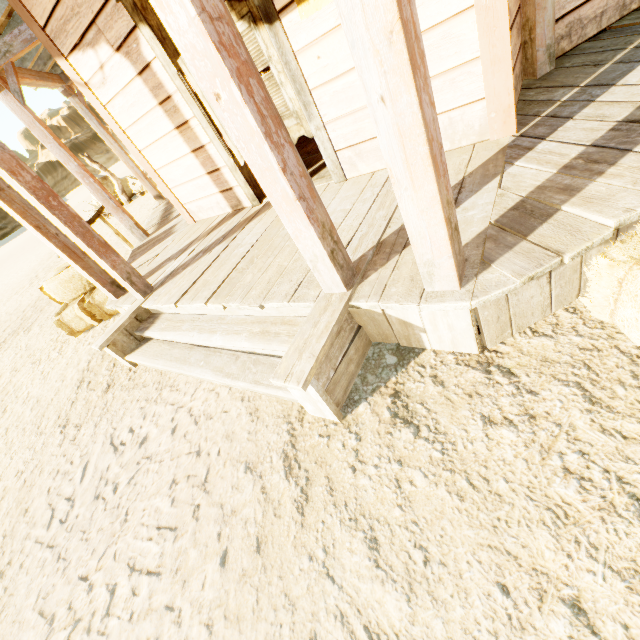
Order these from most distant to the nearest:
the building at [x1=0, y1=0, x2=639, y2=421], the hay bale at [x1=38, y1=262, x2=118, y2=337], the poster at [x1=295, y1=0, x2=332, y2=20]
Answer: the hay bale at [x1=38, y1=262, x2=118, y2=337] → the poster at [x1=295, y1=0, x2=332, y2=20] → the building at [x1=0, y1=0, x2=639, y2=421]

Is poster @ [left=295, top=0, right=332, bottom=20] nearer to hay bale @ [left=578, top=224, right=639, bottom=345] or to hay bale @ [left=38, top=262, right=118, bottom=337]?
hay bale @ [left=578, top=224, right=639, bottom=345]

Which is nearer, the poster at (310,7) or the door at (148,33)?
the poster at (310,7)

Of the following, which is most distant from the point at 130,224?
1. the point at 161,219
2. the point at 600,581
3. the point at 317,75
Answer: the point at 600,581

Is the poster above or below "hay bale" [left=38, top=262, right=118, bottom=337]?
above

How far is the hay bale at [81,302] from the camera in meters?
4.8 m

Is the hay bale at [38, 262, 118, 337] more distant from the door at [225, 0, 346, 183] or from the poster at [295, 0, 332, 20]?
the poster at [295, 0, 332, 20]

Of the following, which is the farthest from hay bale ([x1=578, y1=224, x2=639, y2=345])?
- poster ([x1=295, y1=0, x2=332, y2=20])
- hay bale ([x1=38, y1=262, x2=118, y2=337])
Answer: hay bale ([x1=38, y1=262, x2=118, y2=337])
